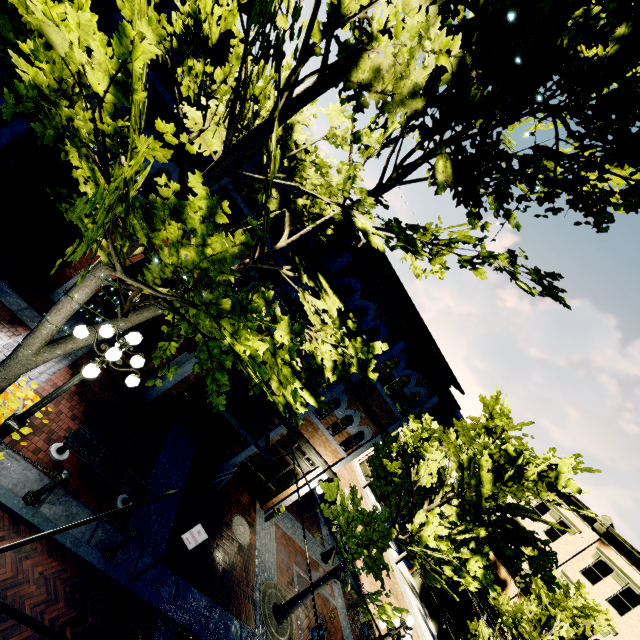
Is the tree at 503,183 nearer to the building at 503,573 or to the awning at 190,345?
the building at 503,573

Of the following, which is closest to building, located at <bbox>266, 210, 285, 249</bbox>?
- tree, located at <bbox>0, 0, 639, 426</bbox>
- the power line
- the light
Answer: tree, located at <bbox>0, 0, 639, 426</bbox>

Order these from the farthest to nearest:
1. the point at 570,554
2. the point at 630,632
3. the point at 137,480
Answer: the point at 570,554 → the point at 630,632 → the point at 137,480

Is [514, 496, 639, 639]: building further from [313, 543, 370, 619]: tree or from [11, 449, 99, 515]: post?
[11, 449, 99, 515]: post

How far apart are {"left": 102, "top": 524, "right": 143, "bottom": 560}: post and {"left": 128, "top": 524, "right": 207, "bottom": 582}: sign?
0.6m

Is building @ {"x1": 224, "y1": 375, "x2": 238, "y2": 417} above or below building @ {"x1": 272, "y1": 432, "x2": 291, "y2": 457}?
below

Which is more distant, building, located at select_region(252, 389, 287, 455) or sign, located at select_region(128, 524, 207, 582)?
building, located at select_region(252, 389, 287, 455)

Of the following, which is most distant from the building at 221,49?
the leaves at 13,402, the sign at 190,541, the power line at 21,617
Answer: the leaves at 13,402
